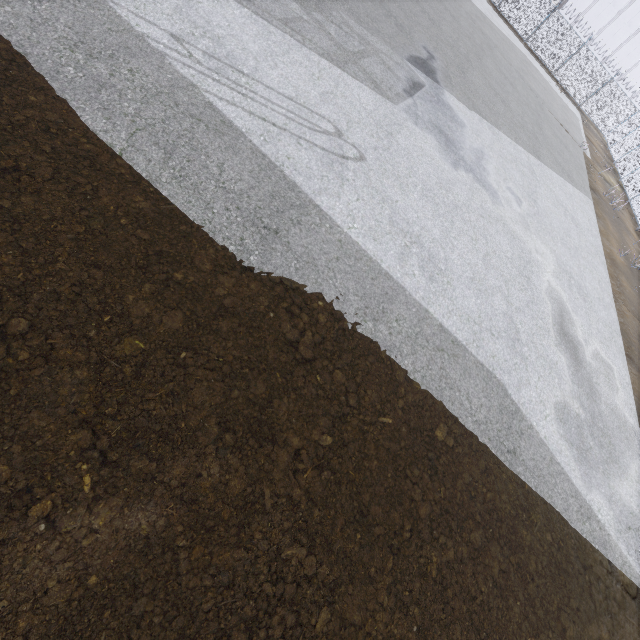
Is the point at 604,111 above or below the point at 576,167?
above
